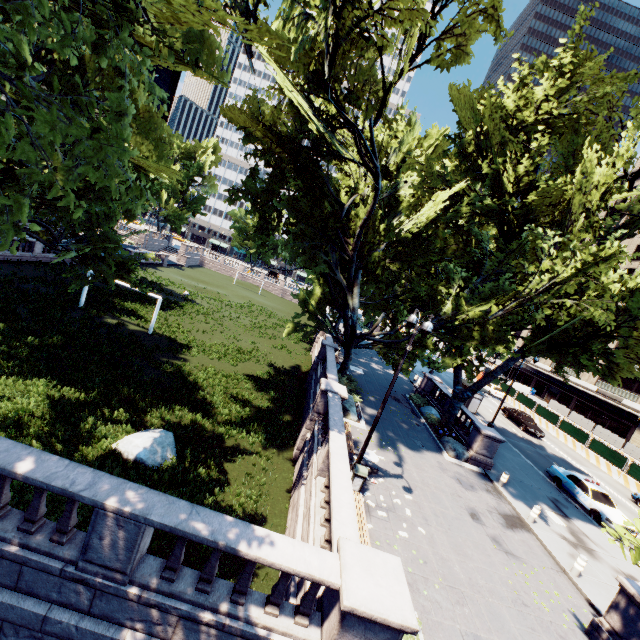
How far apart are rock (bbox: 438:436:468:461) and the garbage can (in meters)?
9.21

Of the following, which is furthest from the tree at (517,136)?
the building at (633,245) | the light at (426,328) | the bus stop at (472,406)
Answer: the building at (633,245)

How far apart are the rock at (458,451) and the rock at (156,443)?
15.2 meters

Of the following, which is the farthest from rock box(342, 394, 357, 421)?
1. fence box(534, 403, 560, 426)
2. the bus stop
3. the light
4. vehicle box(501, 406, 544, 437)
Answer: fence box(534, 403, 560, 426)

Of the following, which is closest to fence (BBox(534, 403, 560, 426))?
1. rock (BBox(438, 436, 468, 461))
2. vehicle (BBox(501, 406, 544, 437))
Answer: vehicle (BBox(501, 406, 544, 437))

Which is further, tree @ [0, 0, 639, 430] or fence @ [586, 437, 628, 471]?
fence @ [586, 437, 628, 471]

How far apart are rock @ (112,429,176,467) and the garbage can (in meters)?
7.11

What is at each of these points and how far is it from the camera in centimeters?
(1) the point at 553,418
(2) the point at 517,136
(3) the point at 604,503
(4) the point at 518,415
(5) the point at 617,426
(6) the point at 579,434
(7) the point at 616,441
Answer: (1) fence, 3659cm
(2) tree, 1752cm
(3) vehicle, 1862cm
(4) vehicle, 3325cm
(5) building, 4459cm
(6) fence, 3291cm
(7) fence, 3694cm
